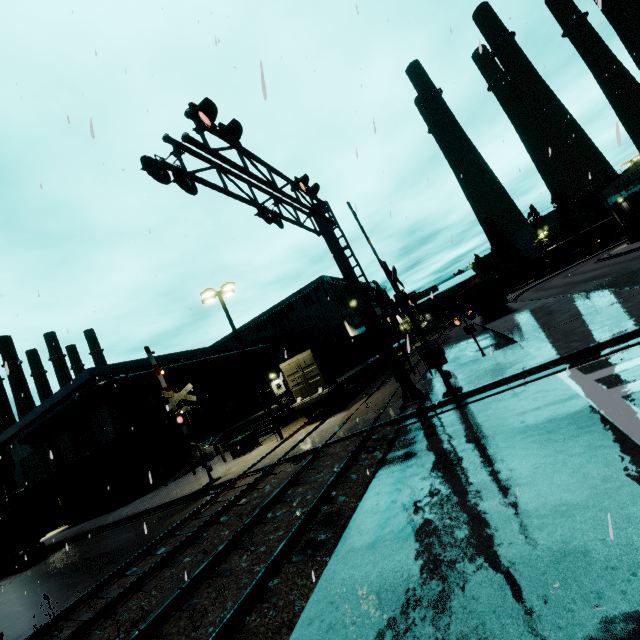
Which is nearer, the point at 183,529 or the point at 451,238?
the point at 451,238

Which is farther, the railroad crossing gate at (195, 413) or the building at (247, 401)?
the building at (247, 401)

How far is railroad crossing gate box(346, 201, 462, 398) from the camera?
10.7 meters

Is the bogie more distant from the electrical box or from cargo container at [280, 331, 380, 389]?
the electrical box

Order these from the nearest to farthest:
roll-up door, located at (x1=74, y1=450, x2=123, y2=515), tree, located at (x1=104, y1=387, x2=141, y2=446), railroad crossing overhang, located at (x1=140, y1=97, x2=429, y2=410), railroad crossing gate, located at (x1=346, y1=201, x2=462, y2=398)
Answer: railroad crossing overhang, located at (x1=140, y1=97, x2=429, y2=410) < railroad crossing gate, located at (x1=346, y1=201, x2=462, y2=398) < tree, located at (x1=104, y1=387, x2=141, y2=446) < roll-up door, located at (x1=74, y1=450, x2=123, y2=515)

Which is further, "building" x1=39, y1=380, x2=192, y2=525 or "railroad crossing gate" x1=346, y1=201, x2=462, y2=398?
"building" x1=39, y1=380, x2=192, y2=525

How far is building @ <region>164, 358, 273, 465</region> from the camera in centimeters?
2753cm

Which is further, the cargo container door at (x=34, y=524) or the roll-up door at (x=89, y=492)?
the roll-up door at (x=89, y=492)
